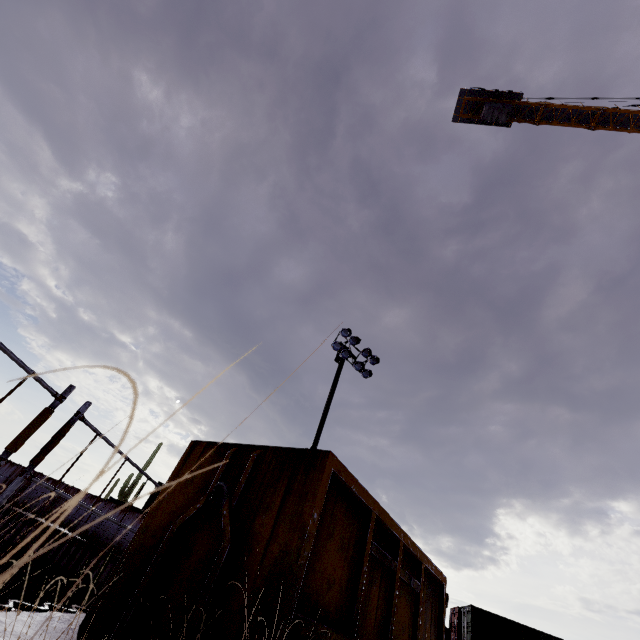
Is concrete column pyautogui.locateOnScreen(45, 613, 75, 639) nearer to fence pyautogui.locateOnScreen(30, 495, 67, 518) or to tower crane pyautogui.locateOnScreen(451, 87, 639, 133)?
fence pyautogui.locateOnScreen(30, 495, 67, 518)

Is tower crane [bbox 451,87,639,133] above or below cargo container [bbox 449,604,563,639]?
above

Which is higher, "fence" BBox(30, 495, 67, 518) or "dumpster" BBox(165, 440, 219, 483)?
"dumpster" BBox(165, 440, 219, 483)

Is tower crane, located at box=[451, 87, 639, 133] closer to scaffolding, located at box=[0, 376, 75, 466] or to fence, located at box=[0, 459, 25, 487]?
scaffolding, located at box=[0, 376, 75, 466]

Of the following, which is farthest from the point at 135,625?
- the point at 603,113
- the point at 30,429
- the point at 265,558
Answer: the point at 603,113

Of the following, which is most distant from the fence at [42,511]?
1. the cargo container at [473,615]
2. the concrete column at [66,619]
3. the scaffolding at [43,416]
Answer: the scaffolding at [43,416]

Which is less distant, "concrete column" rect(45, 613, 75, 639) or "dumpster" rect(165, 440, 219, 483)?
"concrete column" rect(45, 613, 75, 639)

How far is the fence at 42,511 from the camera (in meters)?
21.69
